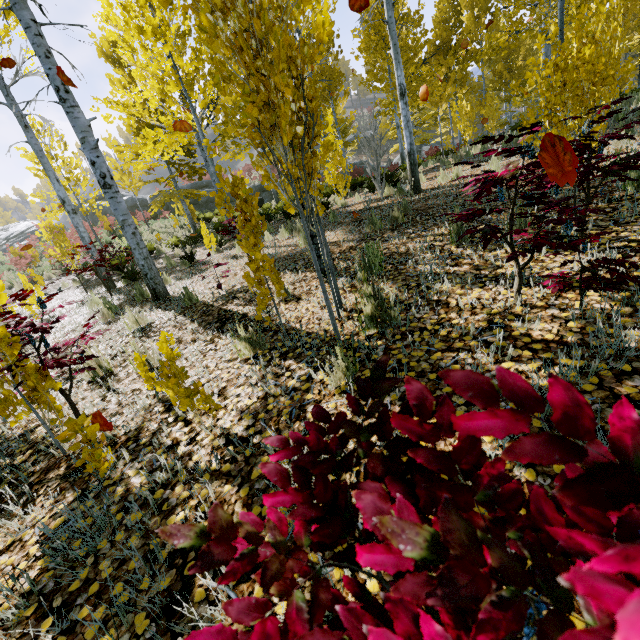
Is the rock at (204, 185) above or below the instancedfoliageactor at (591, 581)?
above

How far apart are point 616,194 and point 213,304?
5.38m

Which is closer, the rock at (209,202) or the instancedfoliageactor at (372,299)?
the instancedfoliageactor at (372,299)

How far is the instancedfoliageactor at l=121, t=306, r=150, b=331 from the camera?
4.8 meters

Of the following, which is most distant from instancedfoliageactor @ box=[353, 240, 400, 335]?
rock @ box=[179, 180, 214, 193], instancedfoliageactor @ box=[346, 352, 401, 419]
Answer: rock @ box=[179, 180, 214, 193]

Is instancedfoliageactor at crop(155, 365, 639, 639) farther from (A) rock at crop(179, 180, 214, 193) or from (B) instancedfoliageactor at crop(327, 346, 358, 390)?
(A) rock at crop(179, 180, 214, 193)

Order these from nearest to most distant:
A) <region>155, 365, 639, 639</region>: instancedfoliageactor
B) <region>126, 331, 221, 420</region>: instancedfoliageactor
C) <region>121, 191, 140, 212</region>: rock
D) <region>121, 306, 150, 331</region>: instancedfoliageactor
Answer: <region>155, 365, 639, 639</region>: instancedfoliageactor
<region>126, 331, 221, 420</region>: instancedfoliageactor
<region>121, 306, 150, 331</region>: instancedfoliageactor
<region>121, 191, 140, 212</region>: rock

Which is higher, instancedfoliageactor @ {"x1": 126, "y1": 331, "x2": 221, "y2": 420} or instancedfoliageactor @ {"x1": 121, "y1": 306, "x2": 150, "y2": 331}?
instancedfoliageactor @ {"x1": 121, "y1": 306, "x2": 150, "y2": 331}
